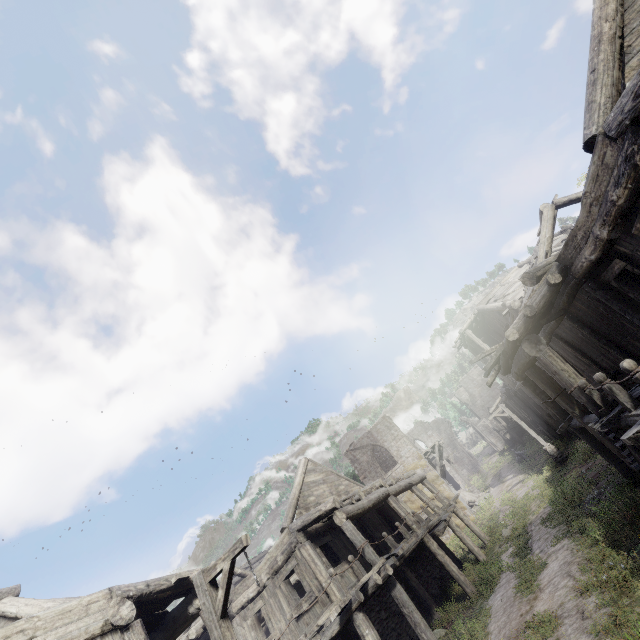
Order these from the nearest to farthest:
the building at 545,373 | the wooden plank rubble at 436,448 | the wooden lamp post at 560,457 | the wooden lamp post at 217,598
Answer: the building at 545,373 < the wooden lamp post at 217,598 < the wooden lamp post at 560,457 < the wooden plank rubble at 436,448

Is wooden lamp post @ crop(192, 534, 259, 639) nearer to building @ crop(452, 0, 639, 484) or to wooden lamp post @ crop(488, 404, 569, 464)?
building @ crop(452, 0, 639, 484)

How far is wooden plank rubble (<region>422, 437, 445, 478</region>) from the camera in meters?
29.6

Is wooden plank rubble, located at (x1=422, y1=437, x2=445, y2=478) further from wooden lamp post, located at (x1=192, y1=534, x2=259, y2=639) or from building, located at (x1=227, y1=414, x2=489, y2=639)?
→ wooden lamp post, located at (x1=192, y1=534, x2=259, y2=639)

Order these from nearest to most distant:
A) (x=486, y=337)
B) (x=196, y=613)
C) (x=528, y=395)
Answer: (x=196, y=613)
(x=528, y=395)
(x=486, y=337)

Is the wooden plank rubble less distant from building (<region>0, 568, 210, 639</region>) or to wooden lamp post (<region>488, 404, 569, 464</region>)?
building (<region>0, 568, 210, 639</region>)

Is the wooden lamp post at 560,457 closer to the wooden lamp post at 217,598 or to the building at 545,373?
the building at 545,373
